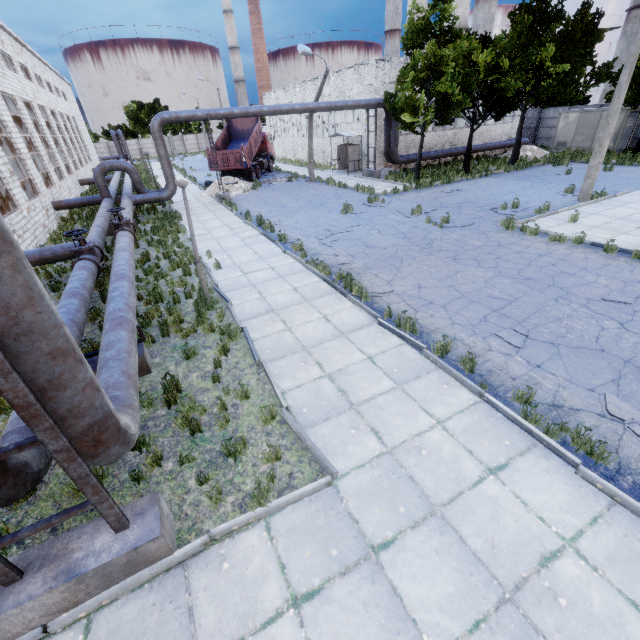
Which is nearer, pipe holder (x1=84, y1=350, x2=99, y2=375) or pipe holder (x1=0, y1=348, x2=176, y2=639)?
pipe holder (x1=0, y1=348, x2=176, y2=639)

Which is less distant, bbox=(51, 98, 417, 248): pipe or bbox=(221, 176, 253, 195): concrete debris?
bbox=(51, 98, 417, 248): pipe

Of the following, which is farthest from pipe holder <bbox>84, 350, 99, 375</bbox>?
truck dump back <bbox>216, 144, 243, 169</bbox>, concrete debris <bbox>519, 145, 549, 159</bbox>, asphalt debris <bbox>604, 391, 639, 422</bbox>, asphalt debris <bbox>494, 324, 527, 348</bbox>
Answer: concrete debris <bbox>519, 145, 549, 159</bbox>

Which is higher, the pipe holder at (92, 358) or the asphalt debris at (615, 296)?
the pipe holder at (92, 358)

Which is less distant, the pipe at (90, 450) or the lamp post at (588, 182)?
the pipe at (90, 450)

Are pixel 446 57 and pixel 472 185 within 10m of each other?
yes

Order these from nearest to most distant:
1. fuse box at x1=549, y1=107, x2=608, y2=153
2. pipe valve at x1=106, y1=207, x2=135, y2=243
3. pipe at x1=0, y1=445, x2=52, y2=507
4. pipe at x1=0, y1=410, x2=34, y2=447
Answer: pipe at x1=0, y1=445, x2=52, y2=507 < pipe at x1=0, y1=410, x2=34, y2=447 < pipe valve at x1=106, y1=207, x2=135, y2=243 < fuse box at x1=549, y1=107, x2=608, y2=153

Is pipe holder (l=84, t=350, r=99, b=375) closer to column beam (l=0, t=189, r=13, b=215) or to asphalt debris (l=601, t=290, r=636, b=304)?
asphalt debris (l=601, t=290, r=636, b=304)
